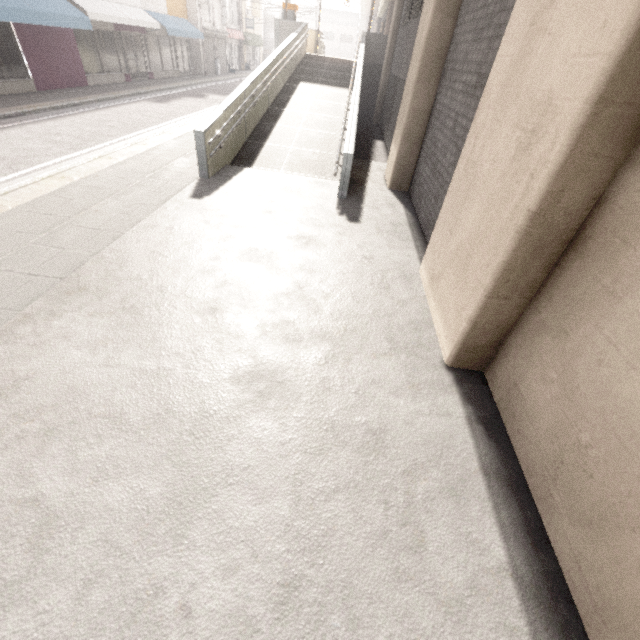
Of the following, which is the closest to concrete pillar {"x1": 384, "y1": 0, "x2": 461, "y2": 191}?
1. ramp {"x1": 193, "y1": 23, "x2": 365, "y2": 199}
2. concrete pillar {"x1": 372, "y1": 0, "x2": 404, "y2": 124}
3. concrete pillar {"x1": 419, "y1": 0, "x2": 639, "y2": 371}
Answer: concrete pillar {"x1": 419, "y1": 0, "x2": 639, "y2": 371}

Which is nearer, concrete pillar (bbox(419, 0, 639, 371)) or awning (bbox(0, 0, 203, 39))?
concrete pillar (bbox(419, 0, 639, 371))

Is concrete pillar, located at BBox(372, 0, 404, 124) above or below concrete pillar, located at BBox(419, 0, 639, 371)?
above

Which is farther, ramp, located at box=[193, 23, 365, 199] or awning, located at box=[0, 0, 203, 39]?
awning, located at box=[0, 0, 203, 39]

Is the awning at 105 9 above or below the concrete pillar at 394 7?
below

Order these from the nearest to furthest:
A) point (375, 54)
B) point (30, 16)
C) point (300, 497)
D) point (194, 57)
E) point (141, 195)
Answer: point (300, 497) → point (141, 195) → point (30, 16) → point (375, 54) → point (194, 57)

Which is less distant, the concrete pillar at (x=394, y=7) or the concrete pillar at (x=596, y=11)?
the concrete pillar at (x=596, y=11)

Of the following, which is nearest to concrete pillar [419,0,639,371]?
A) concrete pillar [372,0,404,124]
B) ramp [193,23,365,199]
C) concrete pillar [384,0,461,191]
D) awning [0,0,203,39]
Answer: concrete pillar [384,0,461,191]
